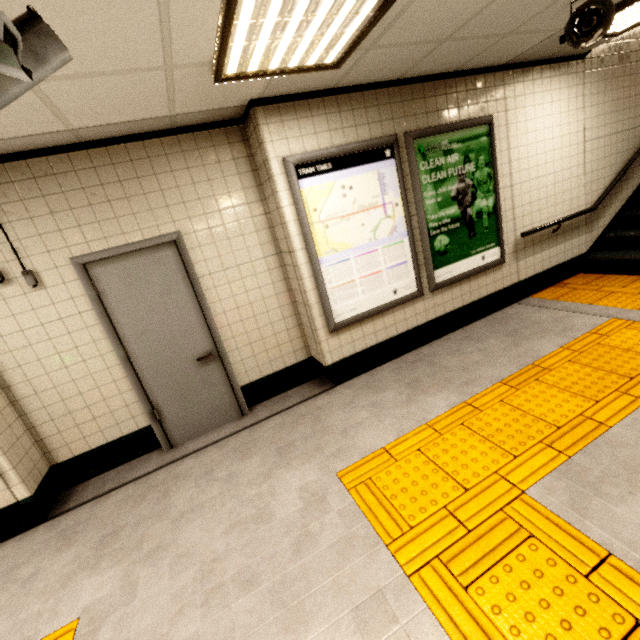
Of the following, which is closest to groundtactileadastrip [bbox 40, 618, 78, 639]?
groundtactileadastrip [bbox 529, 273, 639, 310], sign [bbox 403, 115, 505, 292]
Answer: groundtactileadastrip [bbox 529, 273, 639, 310]

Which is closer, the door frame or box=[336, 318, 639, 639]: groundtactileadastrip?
box=[336, 318, 639, 639]: groundtactileadastrip

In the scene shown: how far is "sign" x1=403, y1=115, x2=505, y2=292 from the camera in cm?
357

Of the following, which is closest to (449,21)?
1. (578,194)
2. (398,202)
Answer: (398,202)

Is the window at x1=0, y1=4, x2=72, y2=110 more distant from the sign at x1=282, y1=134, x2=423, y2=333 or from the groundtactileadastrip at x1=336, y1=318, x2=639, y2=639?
the groundtactileadastrip at x1=336, y1=318, x2=639, y2=639

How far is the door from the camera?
3.0m

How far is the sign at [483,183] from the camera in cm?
357

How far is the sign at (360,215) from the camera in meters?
3.1 m
